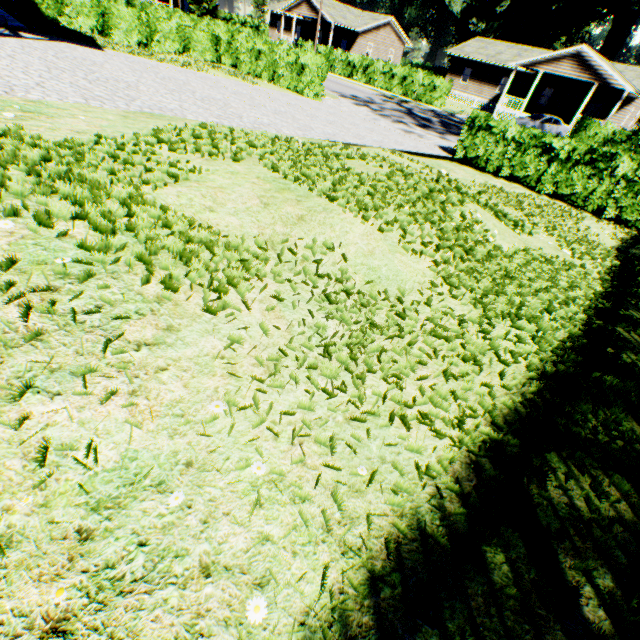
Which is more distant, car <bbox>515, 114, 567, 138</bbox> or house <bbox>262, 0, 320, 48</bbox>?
house <bbox>262, 0, 320, 48</bbox>

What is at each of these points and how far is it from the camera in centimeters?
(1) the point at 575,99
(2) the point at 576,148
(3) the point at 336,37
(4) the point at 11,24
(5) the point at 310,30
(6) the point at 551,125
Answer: (1) house, 3341cm
(2) hedge, 1097cm
(3) house, 4472cm
(4) house, 969cm
(5) house, 4738cm
(6) car, 2720cm

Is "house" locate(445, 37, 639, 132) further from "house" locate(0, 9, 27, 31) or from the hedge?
"house" locate(0, 9, 27, 31)

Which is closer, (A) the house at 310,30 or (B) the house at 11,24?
(B) the house at 11,24

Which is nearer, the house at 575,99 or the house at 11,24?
the house at 11,24

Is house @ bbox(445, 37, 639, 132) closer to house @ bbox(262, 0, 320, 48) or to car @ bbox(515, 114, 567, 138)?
car @ bbox(515, 114, 567, 138)

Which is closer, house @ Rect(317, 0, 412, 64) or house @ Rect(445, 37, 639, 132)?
house @ Rect(445, 37, 639, 132)

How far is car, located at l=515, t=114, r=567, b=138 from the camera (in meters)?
26.83
